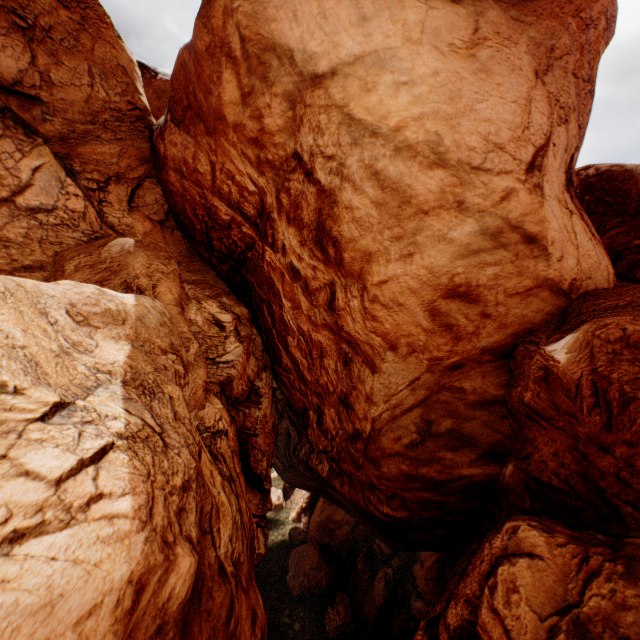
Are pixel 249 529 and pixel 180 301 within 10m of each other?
yes
